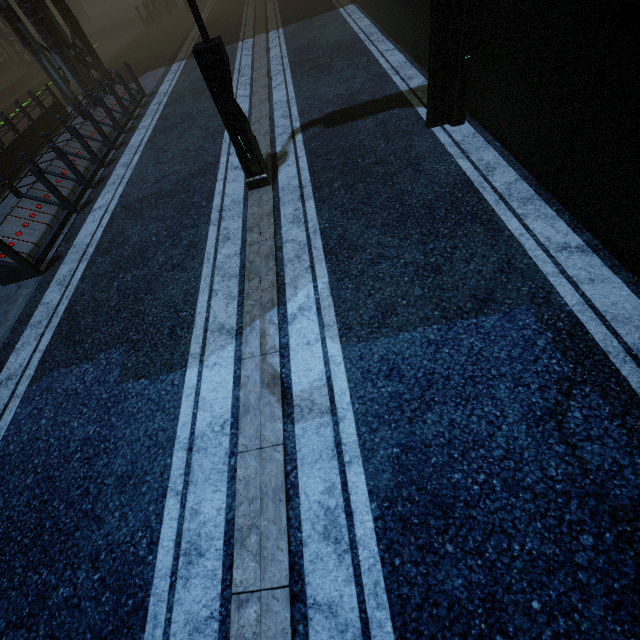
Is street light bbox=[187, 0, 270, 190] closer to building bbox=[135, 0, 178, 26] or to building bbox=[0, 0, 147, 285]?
building bbox=[0, 0, 147, 285]

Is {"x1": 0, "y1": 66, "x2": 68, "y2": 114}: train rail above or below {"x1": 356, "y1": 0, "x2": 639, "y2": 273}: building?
below

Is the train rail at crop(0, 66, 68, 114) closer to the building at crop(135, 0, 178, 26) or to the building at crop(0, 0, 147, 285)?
the building at crop(0, 0, 147, 285)

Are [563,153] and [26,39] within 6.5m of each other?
no

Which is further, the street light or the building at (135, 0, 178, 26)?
the building at (135, 0, 178, 26)

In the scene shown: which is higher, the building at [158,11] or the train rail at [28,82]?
the building at [158,11]

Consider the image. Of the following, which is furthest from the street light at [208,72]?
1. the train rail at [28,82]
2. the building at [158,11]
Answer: the building at [158,11]

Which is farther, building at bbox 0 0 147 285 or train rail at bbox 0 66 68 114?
train rail at bbox 0 66 68 114
